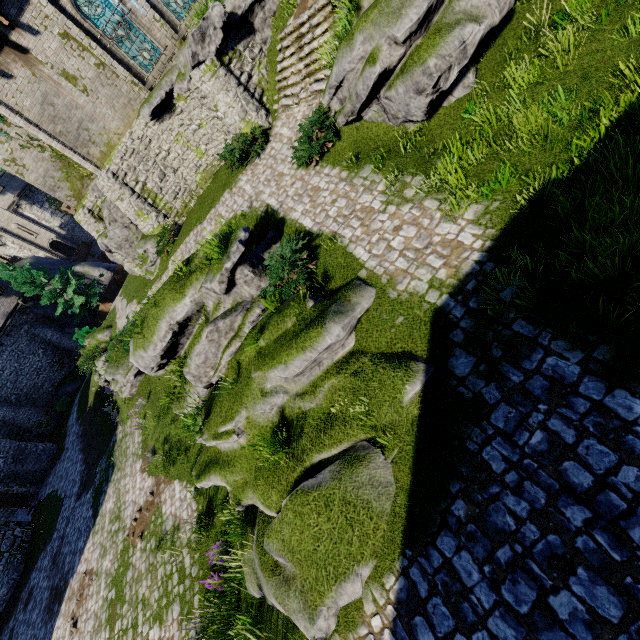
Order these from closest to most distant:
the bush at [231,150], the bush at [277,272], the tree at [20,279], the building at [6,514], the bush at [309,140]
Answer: the bush at [277,272], the bush at [309,140], the bush at [231,150], the building at [6,514], the tree at [20,279]

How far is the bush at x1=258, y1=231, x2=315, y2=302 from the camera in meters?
8.3 m

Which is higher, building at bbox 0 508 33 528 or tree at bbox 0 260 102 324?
tree at bbox 0 260 102 324

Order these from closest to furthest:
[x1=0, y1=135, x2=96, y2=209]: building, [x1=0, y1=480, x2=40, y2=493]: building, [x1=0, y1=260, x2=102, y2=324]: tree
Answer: [x1=0, y1=135, x2=96, y2=209]: building → [x1=0, y1=480, x2=40, y2=493]: building → [x1=0, y1=260, x2=102, y2=324]: tree

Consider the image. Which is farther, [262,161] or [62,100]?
[62,100]

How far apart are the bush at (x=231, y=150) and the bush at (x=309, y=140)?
2.99m

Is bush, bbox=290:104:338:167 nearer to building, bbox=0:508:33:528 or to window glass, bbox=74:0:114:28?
window glass, bbox=74:0:114:28

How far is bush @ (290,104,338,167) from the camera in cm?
1012
